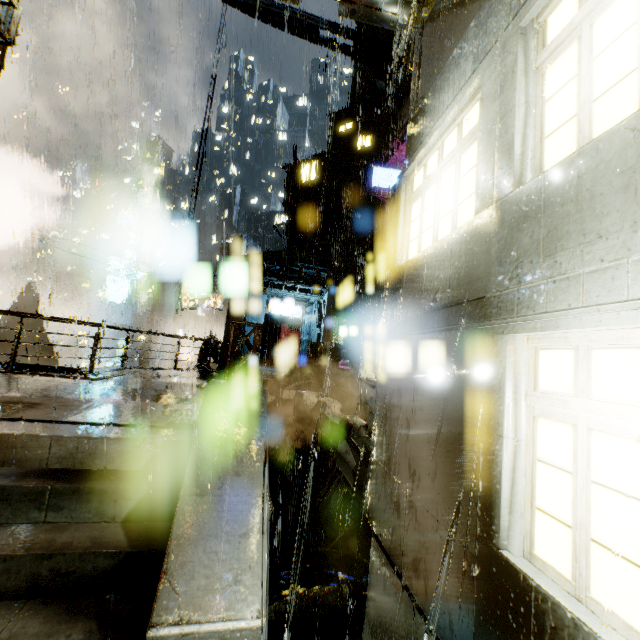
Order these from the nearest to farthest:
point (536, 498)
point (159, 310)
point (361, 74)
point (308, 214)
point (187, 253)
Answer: point (536, 498), point (187, 253), point (308, 214), point (361, 74), point (159, 310)

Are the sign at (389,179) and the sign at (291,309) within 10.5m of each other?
yes

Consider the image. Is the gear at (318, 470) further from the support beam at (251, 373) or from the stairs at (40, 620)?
the stairs at (40, 620)

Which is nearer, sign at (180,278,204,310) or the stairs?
the stairs

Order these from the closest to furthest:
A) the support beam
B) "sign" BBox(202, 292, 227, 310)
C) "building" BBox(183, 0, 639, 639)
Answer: "building" BBox(183, 0, 639, 639) < the support beam < "sign" BBox(202, 292, 227, 310)

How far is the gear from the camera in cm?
801

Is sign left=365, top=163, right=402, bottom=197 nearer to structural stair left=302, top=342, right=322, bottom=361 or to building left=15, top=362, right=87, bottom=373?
building left=15, top=362, right=87, bottom=373

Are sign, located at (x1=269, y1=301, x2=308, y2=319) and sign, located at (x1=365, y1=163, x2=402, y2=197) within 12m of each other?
yes
